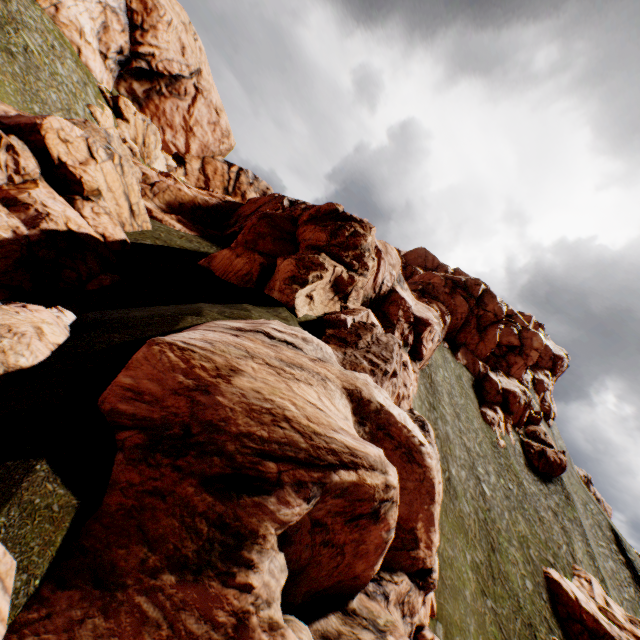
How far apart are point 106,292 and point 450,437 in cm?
3442

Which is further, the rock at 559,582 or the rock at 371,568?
the rock at 559,582

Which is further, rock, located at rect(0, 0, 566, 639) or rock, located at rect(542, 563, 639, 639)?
rock, located at rect(542, 563, 639, 639)
